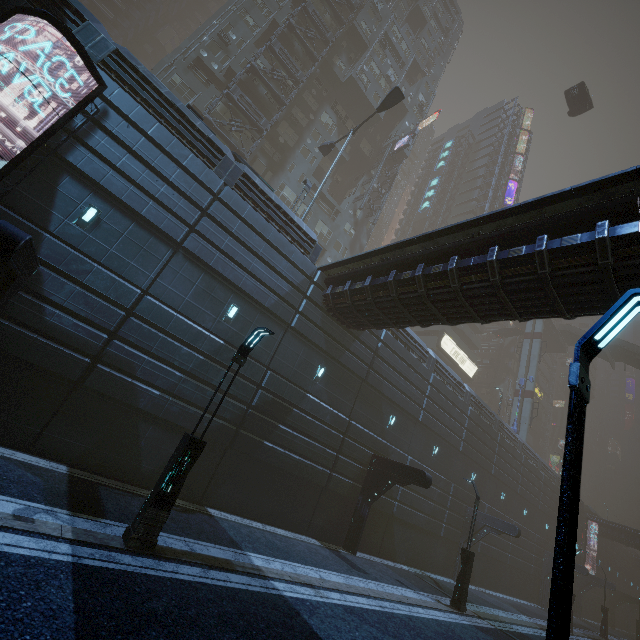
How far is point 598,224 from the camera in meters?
8.3 m

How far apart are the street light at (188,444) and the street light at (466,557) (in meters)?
14.88

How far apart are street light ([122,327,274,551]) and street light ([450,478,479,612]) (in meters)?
14.88

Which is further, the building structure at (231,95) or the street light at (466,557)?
the building structure at (231,95)

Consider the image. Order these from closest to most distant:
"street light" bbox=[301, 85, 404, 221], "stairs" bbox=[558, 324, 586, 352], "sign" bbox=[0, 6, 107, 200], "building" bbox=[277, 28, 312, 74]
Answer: "sign" bbox=[0, 6, 107, 200], "street light" bbox=[301, 85, 404, 221], "building" bbox=[277, 28, 312, 74], "stairs" bbox=[558, 324, 586, 352]

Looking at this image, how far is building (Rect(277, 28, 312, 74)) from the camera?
33.19m

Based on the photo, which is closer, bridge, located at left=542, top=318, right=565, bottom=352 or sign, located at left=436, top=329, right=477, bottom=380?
sign, located at left=436, top=329, right=477, bottom=380
